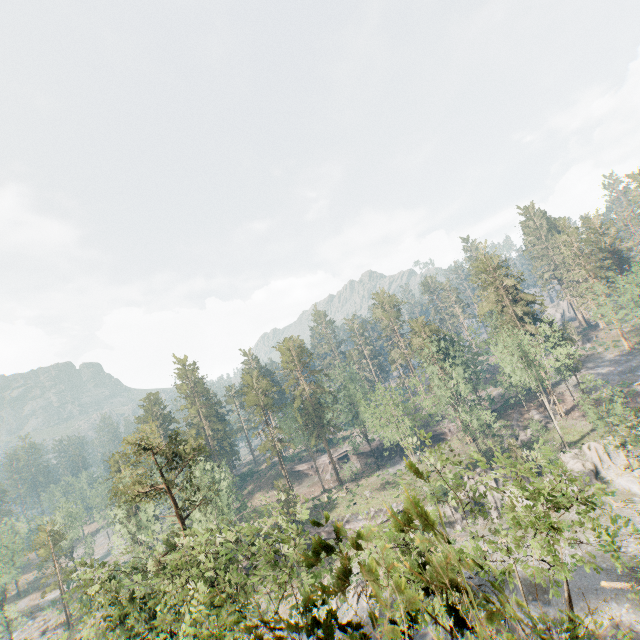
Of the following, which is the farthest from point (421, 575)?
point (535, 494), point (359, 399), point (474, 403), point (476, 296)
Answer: point (476, 296)

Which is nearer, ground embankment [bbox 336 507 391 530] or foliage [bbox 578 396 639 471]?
foliage [bbox 578 396 639 471]

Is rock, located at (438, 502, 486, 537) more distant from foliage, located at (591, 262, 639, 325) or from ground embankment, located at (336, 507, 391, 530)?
foliage, located at (591, 262, 639, 325)

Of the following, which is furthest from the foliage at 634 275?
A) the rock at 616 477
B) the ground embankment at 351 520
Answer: the rock at 616 477

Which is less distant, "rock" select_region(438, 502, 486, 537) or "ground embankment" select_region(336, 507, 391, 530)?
"rock" select_region(438, 502, 486, 537)

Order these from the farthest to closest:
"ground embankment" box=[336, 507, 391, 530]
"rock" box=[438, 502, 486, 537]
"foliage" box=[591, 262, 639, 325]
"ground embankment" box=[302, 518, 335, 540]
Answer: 1. "ground embankment" box=[302, 518, 335, 540]
2. "foliage" box=[591, 262, 639, 325]
3. "ground embankment" box=[336, 507, 391, 530]
4. "rock" box=[438, 502, 486, 537]

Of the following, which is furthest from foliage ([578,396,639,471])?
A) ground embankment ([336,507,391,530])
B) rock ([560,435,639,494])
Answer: rock ([560,435,639,494])

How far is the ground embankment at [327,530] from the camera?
49.97m
